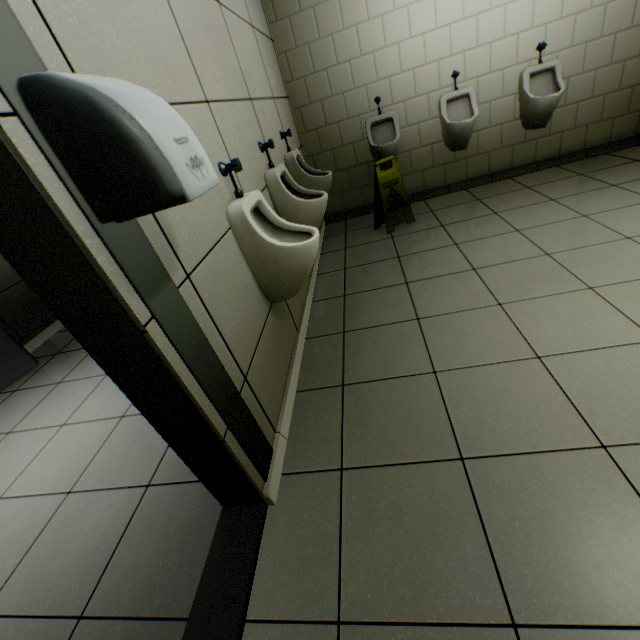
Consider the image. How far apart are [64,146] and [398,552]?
1.48m

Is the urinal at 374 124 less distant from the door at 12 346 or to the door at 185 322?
the door at 185 322

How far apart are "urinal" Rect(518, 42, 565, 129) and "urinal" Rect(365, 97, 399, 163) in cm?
128

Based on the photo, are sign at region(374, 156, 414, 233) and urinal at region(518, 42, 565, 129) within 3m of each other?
yes

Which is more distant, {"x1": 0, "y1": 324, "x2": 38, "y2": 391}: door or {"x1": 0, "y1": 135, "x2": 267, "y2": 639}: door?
{"x1": 0, "y1": 324, "x2": 38, "y2": 391}: door

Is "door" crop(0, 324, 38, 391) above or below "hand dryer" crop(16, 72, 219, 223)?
below

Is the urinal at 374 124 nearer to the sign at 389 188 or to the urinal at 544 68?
the sign at 389 188

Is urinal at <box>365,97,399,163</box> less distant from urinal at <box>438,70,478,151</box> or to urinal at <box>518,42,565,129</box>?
urinal at <box>438,70,478,151</box>
